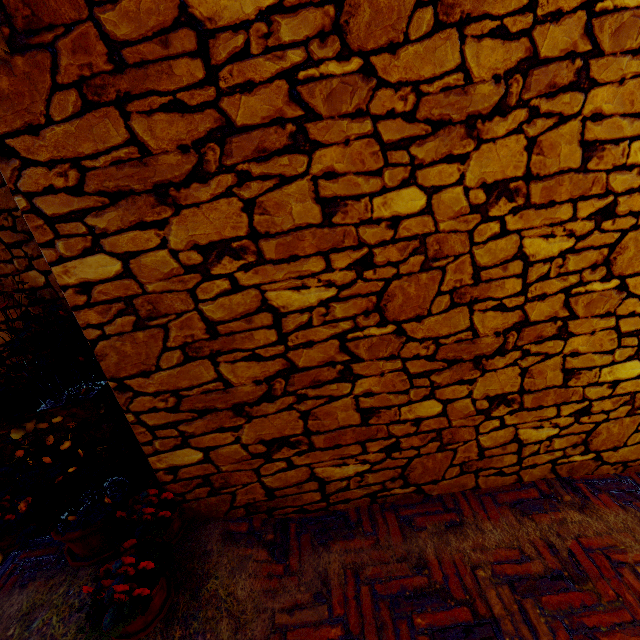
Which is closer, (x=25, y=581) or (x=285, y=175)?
(x=285, y=175)
